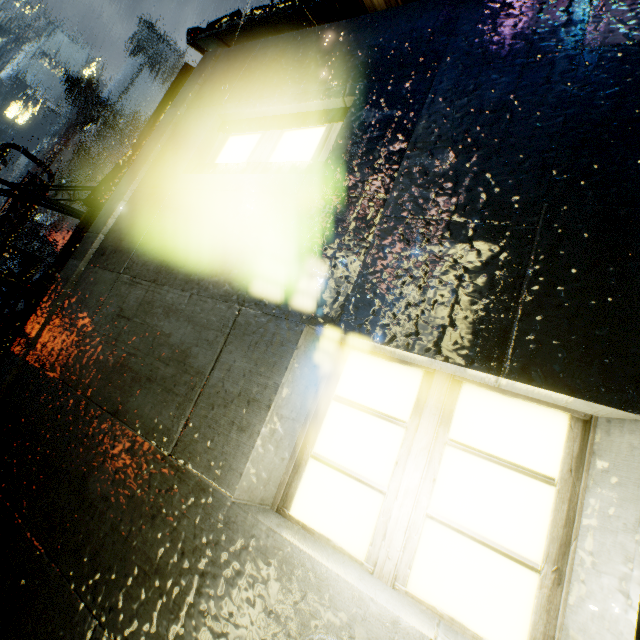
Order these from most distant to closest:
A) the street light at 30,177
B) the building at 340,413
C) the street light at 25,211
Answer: the street light at 25,211
the street light at 30,177
the building at 340,413

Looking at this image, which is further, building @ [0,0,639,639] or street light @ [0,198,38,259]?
street light @ [0,198,38,259]

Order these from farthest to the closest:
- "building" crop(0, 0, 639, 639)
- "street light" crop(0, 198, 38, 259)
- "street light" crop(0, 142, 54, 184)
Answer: "street light" crop(0, 198, 38, 259) < "street light" crop(0, 142, 54, 184) < "building" crop(0, 0, 639, 639)

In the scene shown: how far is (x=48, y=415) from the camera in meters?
2.6 m

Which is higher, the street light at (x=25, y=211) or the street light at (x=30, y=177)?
the street light at (x=30, y=177)

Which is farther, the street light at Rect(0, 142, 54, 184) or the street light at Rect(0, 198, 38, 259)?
the street light at Rect(0, 198, 38, 259)

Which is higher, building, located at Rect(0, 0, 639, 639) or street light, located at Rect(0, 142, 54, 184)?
street light, located at Rect(0, 142, 54, 184)
